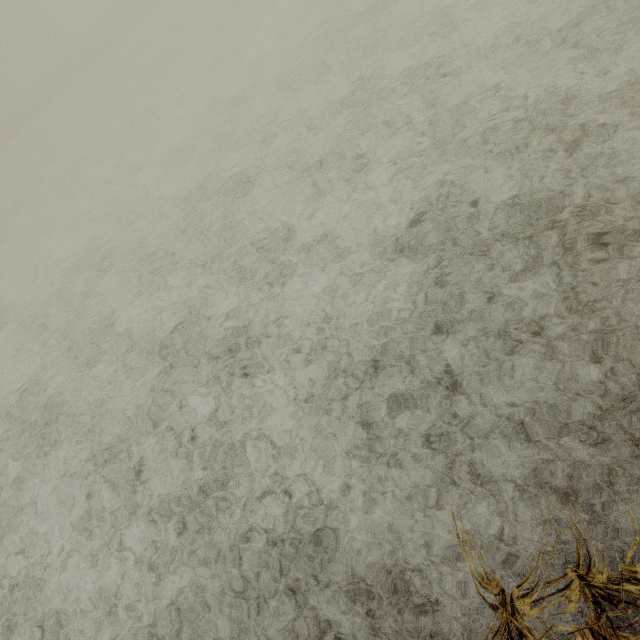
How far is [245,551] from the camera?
4.0m
